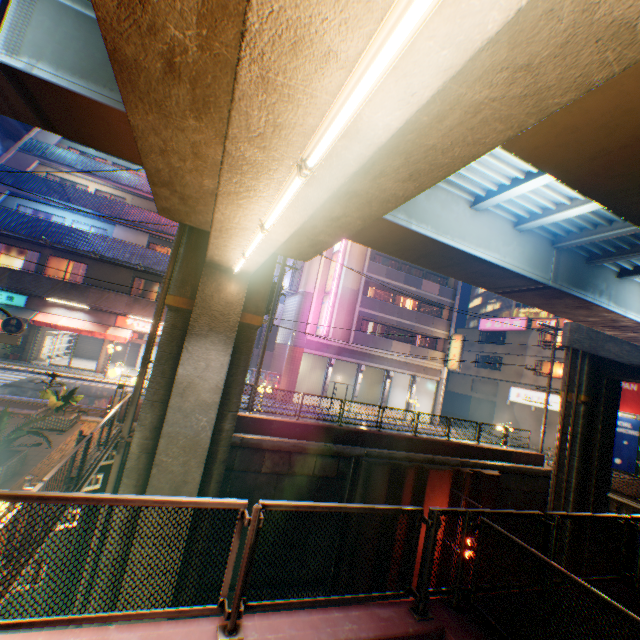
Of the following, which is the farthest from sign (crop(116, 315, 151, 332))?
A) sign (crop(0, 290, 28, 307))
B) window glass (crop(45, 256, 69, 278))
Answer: sign (crop(0, 290, 28, 307))

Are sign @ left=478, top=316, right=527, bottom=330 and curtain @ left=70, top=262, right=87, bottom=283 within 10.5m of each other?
no

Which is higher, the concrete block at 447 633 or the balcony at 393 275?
the balcony at 393 275

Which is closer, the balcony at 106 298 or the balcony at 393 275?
the balcony at 106 298

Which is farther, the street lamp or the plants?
the plants

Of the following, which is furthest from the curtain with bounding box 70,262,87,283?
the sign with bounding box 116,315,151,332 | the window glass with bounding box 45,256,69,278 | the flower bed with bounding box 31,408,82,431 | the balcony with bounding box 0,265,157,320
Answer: the flower bed with bounding box 31,408,82,431

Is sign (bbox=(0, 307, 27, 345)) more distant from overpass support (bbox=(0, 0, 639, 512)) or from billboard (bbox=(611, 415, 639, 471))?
billboard (bbox=(611, 415, 639, 471))

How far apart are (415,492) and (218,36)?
18.1m
